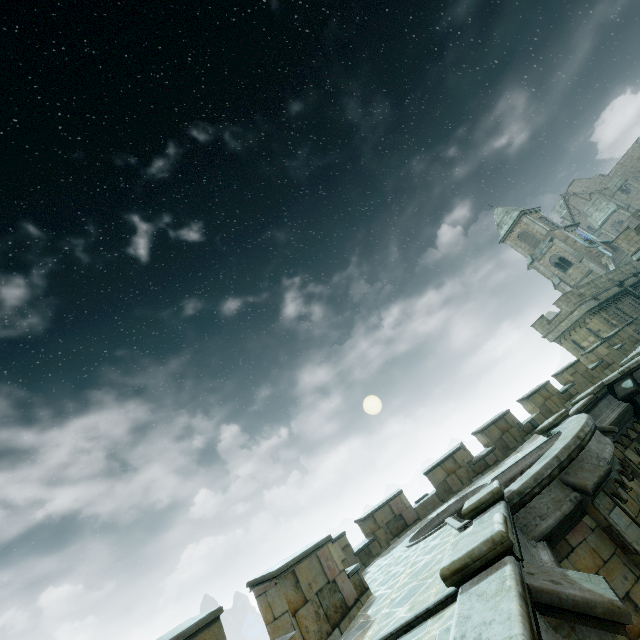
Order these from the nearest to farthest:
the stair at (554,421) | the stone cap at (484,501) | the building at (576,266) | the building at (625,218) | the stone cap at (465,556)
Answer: the stone cap at (465,556)
the stone cap at (484,501)
the stair at (554,421)
the building at (625,218)
the building at (576,266)

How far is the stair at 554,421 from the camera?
10.78m

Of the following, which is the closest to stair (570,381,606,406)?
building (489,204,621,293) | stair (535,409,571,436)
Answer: stair (535,409,571,436)

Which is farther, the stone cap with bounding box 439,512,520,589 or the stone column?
the stone column

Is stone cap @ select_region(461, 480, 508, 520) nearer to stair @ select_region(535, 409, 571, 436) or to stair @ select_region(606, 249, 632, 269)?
stair @ select_region(535, 409, 571, 436)

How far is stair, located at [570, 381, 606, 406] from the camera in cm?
1223

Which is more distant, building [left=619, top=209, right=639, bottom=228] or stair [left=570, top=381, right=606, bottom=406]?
building [left=619, top=209, right=639, bottom=228]

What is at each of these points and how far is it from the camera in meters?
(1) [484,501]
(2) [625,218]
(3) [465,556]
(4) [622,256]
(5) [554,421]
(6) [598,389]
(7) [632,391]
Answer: (1) stone cap, 6.3 m
(2) building, 59.9 m
(3) stone cap, 3.6 m
(4) stair, 38.5 m
(5) stair, 10.7 m
(6) stair, 12.3 m
(7) stone column, 11.7 m
